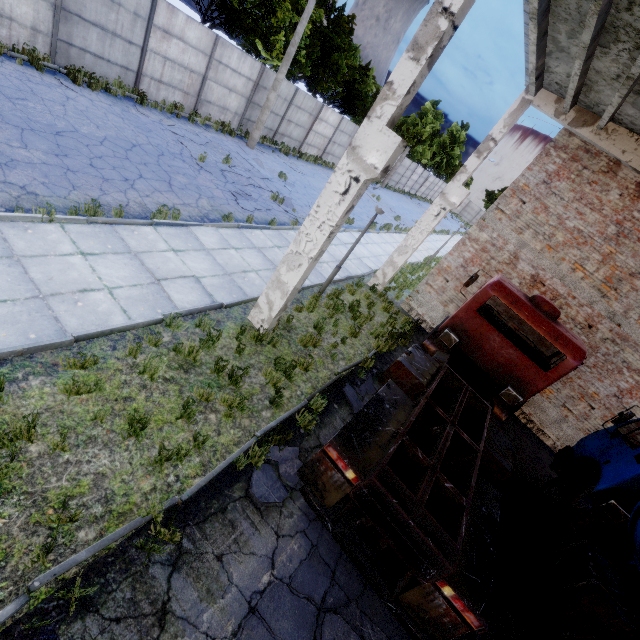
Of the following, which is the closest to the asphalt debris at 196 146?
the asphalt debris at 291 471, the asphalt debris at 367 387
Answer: the asphalt debris at 367 387

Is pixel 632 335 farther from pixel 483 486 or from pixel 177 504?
pixel 177 504

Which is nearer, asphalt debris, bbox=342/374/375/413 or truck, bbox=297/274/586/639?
truck, bbox=297/274/586/639

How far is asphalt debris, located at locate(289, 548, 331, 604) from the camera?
4.3 meters

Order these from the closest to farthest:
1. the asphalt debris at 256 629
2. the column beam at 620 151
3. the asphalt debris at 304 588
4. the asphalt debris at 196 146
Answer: the asphalt debris at 256 629 → the asphalt debris at 304 588 → the column beam at 620 151 → the asphalt debris at 196 146

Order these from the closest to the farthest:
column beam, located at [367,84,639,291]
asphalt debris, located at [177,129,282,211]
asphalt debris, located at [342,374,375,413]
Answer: asphalt debris, located at [342,374,375,413] < column beam, located at [367,84,639,291] < asphalt debris, located at [177,129,282,211]

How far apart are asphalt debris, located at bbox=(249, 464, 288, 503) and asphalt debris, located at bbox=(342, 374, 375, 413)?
1.99m
